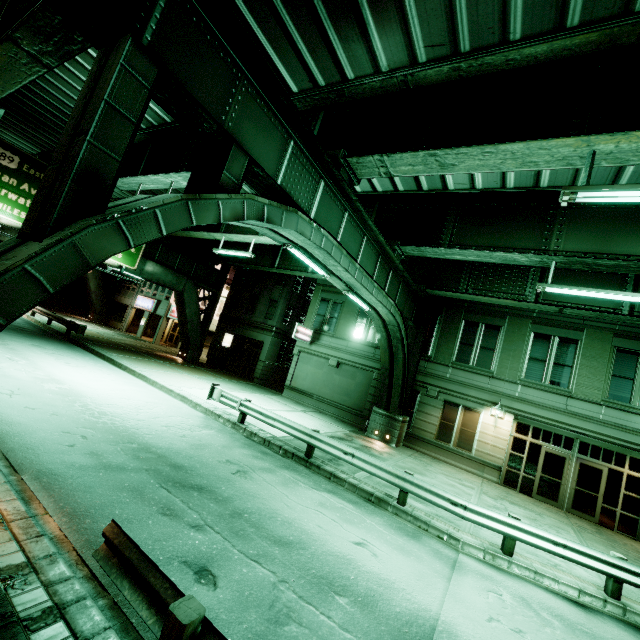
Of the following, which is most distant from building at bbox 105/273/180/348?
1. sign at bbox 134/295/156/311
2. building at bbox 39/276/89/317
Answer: building at bbox 39/276/89/317

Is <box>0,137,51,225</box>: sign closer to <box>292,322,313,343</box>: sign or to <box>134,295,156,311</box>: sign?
<box>292,322,313,343</box>: sign

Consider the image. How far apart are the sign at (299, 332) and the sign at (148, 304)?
20.2 meters

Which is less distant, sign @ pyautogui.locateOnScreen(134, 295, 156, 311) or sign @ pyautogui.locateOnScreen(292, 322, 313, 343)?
sign @ pyautogui.locateOnScreen(292, 322, 313, 343)

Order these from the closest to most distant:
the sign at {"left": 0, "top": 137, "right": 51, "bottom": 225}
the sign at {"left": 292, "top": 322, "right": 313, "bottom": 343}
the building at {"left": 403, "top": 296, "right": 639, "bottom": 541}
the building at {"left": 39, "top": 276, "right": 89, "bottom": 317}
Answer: the building at {"left": 403, "top": 296, "right": 639, "bottom": 541} → the sign at {"left": 0, "top": 137, "right": 51, "bottom": 225} → the sign at {"left": 292, "top": 322, "right": 313, "bottom": 343} → the building at {"left": 39, "top": 276, "right": 89, "bottom": 317}

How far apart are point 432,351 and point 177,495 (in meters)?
16.62

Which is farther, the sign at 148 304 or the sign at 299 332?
the sign at 148 304

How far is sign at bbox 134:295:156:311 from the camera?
34.69m
